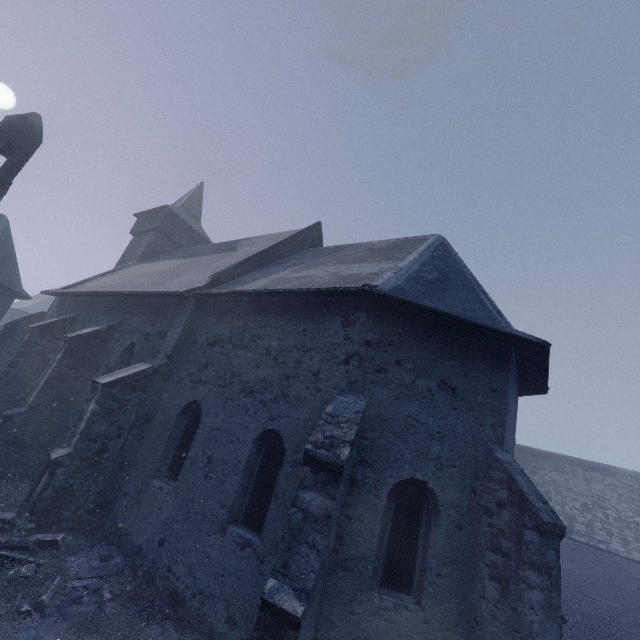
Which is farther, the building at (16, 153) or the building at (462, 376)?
the building at (16, 153)

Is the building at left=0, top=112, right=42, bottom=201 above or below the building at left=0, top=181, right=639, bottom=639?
above

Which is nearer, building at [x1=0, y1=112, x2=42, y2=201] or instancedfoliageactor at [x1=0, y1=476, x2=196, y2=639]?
instancedfoliageactor at [x1=0, y1=476, x2=196, y2=639]

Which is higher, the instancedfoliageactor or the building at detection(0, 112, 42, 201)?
the building at detection(0, 112, 42, 201)

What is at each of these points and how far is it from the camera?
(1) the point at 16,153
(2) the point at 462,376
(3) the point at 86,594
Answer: (1) building, 12.59m
(2) building, 6.73m
(3) instancedfoliageactor, 6.40m

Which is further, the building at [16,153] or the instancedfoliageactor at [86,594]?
the building at [16,153]

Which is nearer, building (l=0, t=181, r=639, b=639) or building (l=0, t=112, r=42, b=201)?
building (l=0, t=181, r=639, b=639)
